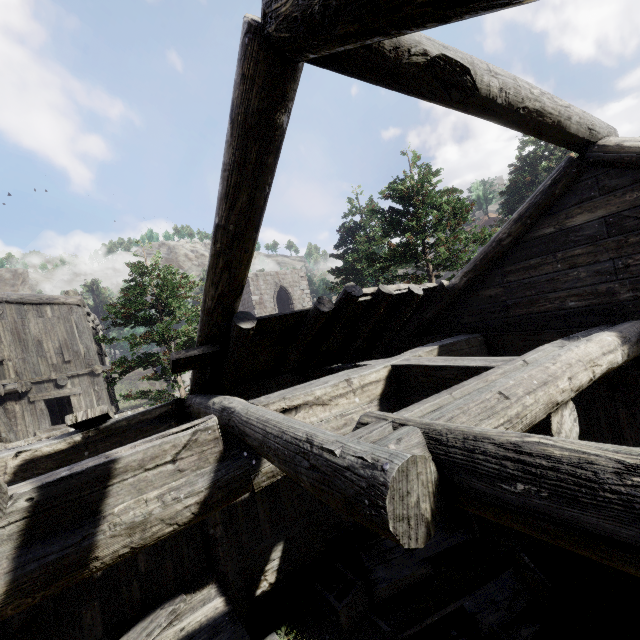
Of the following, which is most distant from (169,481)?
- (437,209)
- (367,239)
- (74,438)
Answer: (367,239)

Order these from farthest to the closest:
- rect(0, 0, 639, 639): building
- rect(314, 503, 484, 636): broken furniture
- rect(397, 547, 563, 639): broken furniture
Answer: rect(314, 503, 484, 636): broken furniture → rect(397, 547, 563, 639): broken furniture → rect(0, 0, 639, 639): building

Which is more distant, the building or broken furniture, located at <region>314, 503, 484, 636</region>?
broken furniture, located at <region>314, 503, 484, 636</region>

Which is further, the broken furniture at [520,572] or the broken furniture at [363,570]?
the broken furniture at [363,570]

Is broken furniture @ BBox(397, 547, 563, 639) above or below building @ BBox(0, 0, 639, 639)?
below

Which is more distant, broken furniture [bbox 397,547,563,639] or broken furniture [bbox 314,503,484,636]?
broken furniture [bbox 314,503,484,636]

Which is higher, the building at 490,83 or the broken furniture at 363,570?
the building at 490,83
